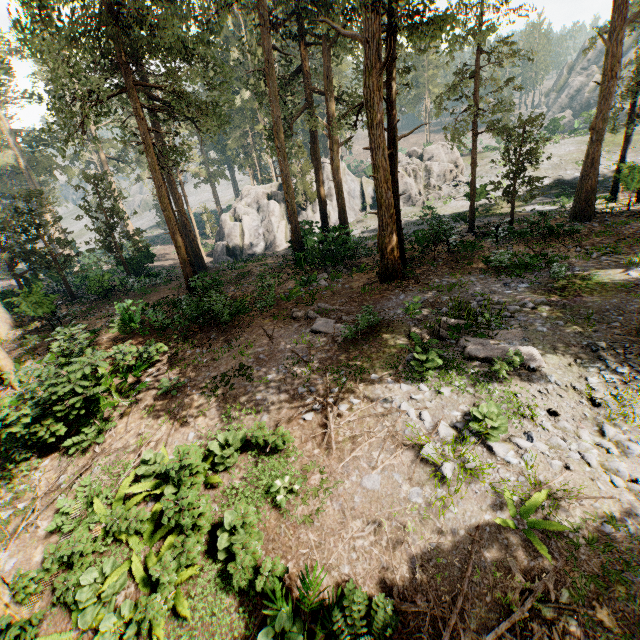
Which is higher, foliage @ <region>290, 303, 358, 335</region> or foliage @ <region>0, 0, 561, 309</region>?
foliage @ <region>0, 0, 561, 309</region>

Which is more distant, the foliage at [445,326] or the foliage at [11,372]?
the foliage at [11,372]

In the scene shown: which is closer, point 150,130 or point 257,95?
point 150,130

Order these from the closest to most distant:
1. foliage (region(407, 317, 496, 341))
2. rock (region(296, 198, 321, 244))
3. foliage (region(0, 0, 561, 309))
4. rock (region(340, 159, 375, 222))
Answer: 1. foliage (region(407, 317, 496, 341))
2. foliage (region(0, 0, 561, 309))
3. rock (region(296, 198, 321, 244))
4. rock (region(340, 159, 375, 222))

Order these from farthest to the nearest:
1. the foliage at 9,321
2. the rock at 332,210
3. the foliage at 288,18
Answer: the rock at 332,210, the foliage at 9,321, the foliage at 288,18

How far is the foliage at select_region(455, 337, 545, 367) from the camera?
8.5m
